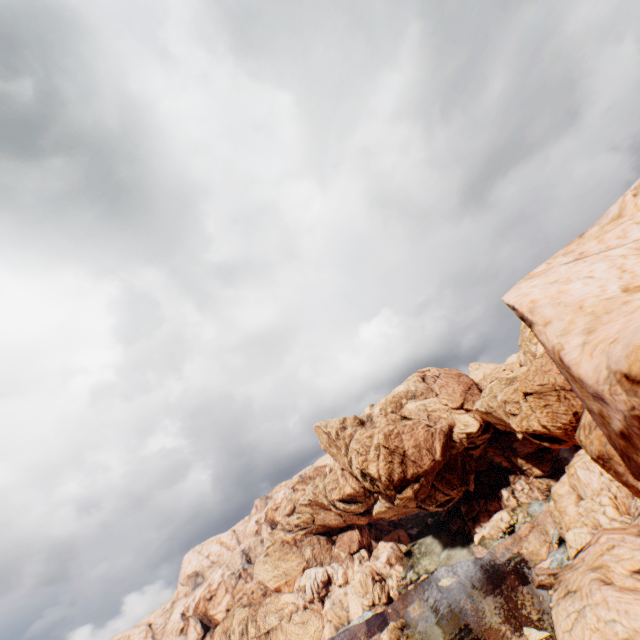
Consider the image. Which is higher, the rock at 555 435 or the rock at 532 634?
the rock at 555 435

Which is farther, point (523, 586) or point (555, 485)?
point (555, 485)

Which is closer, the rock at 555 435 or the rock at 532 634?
the rock at 555 435

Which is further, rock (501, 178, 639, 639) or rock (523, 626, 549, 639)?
rock (523, 626, 549, 639)

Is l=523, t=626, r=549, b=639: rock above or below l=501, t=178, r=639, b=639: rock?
below
